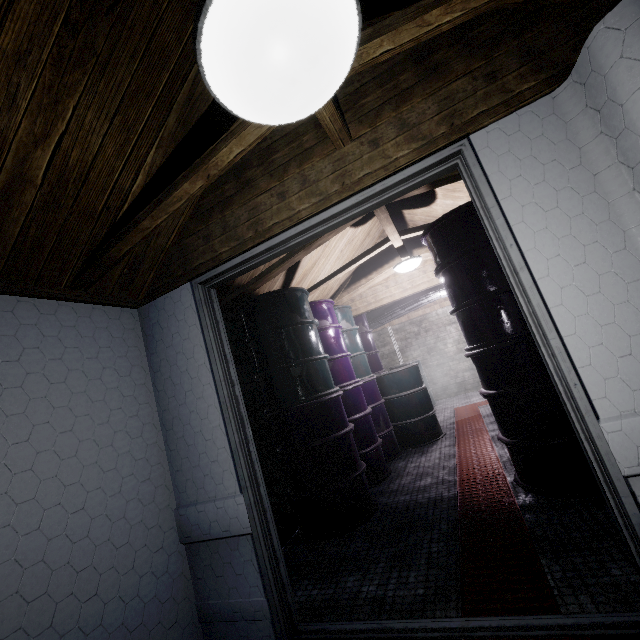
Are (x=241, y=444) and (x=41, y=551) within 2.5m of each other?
yes

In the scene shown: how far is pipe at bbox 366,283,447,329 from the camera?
5.7 meters

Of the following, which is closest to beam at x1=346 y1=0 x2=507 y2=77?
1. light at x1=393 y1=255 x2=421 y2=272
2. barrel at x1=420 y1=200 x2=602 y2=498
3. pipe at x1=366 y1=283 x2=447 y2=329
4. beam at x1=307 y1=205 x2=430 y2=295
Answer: beam at x1=307 y1=205 x2=430 y2=295

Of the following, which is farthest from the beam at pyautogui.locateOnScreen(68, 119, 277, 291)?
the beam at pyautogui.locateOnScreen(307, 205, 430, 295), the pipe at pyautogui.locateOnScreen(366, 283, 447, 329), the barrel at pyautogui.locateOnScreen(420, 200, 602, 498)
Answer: the pipe at pyautogui.locateOnScreen(366, 283, 447, 329)

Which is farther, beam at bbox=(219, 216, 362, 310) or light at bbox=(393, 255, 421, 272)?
light at bbox=(393, 255, 421, 272)

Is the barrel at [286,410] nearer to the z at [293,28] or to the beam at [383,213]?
the beam at [383,213]

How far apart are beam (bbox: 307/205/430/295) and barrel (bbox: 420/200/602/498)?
0.1 meters

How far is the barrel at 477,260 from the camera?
2.1m
